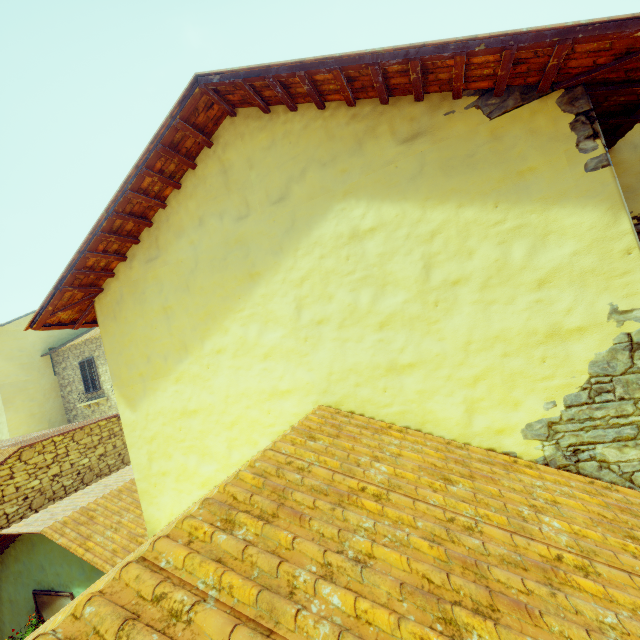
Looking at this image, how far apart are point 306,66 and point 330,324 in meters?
2.1

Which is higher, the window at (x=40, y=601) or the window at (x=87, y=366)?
the window at (x=87, y=366)

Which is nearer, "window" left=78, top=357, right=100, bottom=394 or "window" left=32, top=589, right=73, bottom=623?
"window" left=32, top=589, right=73, bottom=623

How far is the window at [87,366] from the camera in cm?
1555

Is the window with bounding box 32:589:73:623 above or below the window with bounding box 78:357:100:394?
below

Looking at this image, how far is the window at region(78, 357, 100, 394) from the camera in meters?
15.5
